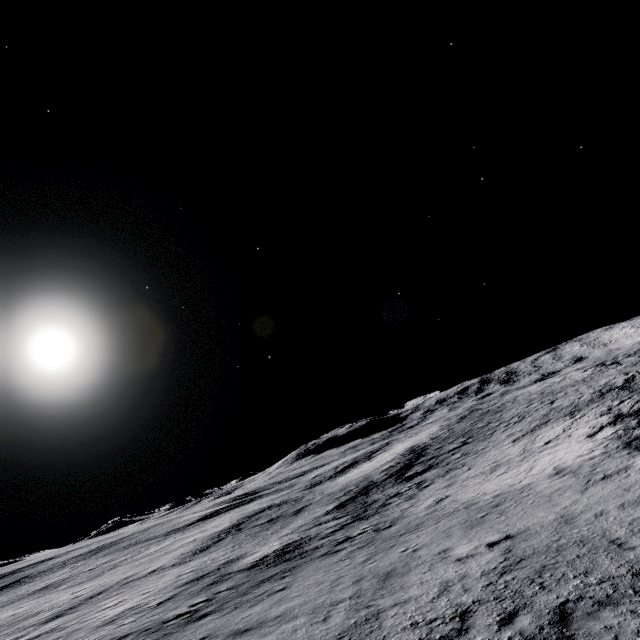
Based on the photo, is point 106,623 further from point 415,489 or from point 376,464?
point 376,464
